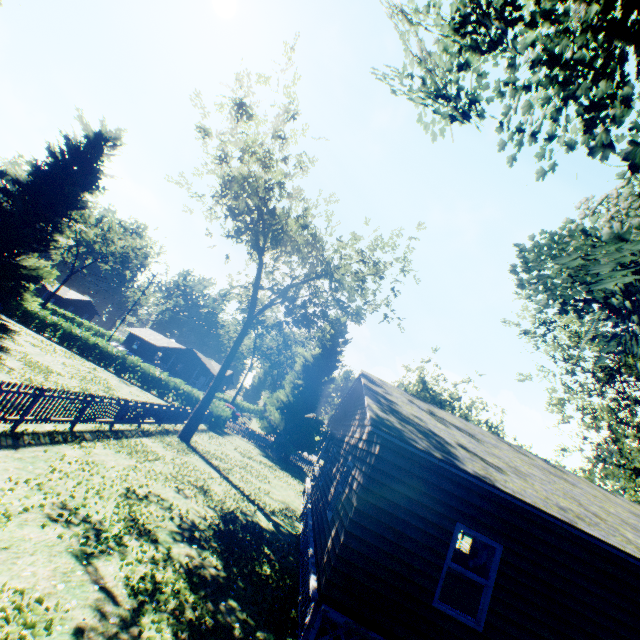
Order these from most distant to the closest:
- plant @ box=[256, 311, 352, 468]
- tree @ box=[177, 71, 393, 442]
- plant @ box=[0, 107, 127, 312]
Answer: plant @ box=[256, 311, 352, 468] → plant @ box=[0, 107, 127, 312] → tree @ box=[177, 71, 393, 442]

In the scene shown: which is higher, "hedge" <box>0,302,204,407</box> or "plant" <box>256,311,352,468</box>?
"plant" <box>256,311,352,468</box>

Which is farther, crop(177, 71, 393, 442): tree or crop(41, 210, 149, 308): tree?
crop(41, 210, 149, 308): tree

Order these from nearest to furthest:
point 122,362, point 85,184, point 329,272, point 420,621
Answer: point 420,621 → point 329,272 → point 85,184 → point 122,362

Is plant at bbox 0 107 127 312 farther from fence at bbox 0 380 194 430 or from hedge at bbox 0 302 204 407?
hedge at bbox 0 302 204 407

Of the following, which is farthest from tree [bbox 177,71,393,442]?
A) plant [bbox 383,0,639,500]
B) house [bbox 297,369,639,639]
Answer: house [bbox 297,369,639,639]

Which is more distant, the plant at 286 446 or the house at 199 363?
the house at 199 363

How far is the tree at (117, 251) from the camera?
51.5 meters
